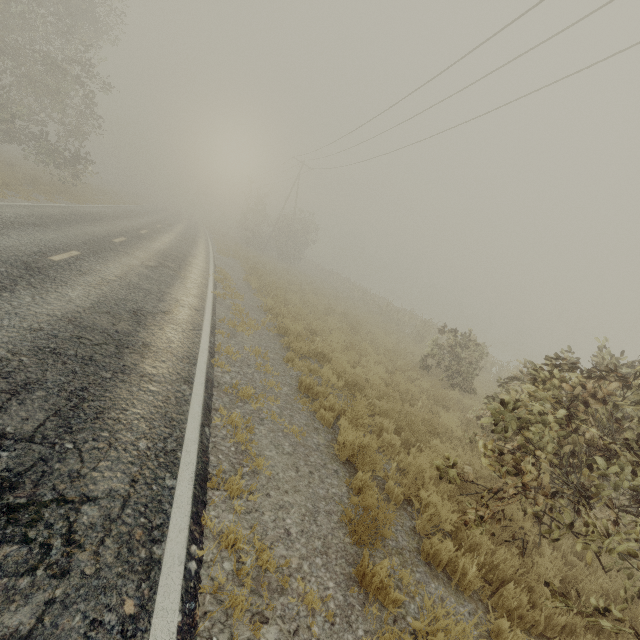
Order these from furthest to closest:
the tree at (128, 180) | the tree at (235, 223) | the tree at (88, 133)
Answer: the tree at (128, 180)
the tree at (235, 223)
the tree at (88, 133)

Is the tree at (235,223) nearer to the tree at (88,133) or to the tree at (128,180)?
the tree at (88,133)

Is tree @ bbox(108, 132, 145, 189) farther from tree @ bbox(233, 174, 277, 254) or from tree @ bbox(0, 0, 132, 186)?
tree @ bbox(233, 174, 277, 254)

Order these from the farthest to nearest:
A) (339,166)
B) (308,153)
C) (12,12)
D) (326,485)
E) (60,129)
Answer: (308,153), (339,166), (60,129), (12,12), (326,485)

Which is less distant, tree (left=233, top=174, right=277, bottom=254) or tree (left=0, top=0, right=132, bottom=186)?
tree (left=0, top=0, right=132, bottom=186)

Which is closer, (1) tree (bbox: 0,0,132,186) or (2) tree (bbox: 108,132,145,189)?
(1) tree (bbox: 0,0,132,186)
